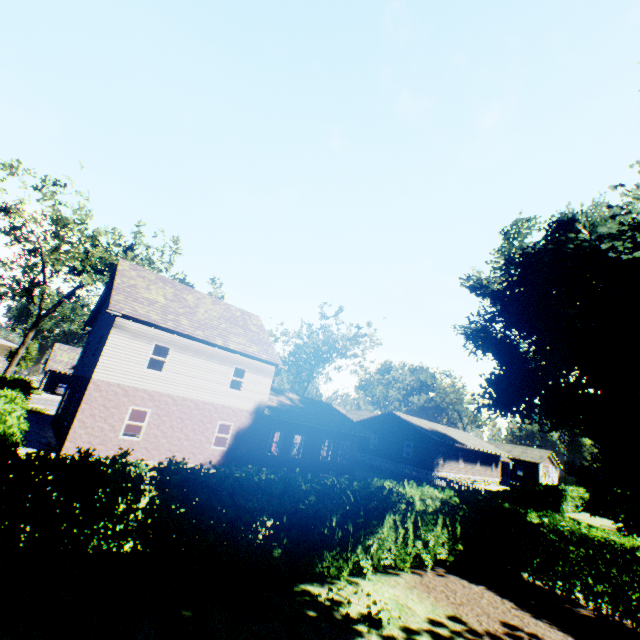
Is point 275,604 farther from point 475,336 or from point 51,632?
point 475,336

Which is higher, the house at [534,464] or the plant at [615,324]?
the plant at [615,324]

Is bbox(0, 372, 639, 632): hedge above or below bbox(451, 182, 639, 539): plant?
below

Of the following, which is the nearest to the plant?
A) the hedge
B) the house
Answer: the hedge

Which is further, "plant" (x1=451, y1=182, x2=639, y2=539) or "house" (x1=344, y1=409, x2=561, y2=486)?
"house" (x1=344, y1=409, x2=561, y2=486)

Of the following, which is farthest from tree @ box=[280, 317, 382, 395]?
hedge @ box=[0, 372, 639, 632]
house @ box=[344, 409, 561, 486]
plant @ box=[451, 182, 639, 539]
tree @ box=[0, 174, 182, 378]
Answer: hedge @ box=[0, 372, 639, 632]

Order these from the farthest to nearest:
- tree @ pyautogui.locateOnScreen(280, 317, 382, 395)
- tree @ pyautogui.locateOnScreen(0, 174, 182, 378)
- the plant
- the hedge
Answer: tree @ pyautogui.locateOnScreen(280, 317, 382, 395)
tree @ pyautogui.locateOnScreen(0, 174, 182, 378)
the plant
the hedge

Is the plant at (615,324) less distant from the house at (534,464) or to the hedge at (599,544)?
the hedge at (599,544)
